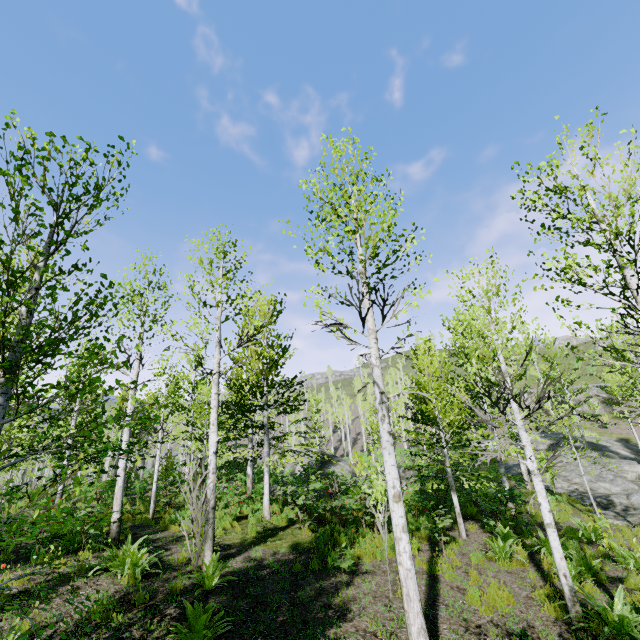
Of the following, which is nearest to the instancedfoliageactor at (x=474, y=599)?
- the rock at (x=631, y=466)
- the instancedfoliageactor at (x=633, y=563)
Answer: the rock at (x=631, y=466)

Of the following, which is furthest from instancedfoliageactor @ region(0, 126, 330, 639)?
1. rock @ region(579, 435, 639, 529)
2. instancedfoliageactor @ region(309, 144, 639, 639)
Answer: instancedfoliageactor @ region(309, 144, 639, 639)

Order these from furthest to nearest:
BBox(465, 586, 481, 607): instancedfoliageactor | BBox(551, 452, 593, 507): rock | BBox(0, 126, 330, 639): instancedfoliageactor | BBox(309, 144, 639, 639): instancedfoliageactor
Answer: BBox(551, 452, 593, 507): rock, BBox(465, 586, 481, 607): instancedfoliageactor, BBox(309, 144, 639, 639): instancedfoliageactor, BBox(0, 126, 330, 639): instancedfoliageactor

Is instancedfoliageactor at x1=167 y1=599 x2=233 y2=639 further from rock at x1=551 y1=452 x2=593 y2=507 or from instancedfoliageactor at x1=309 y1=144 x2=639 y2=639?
instancedfoliageactor at x1=309 y1=144 x2=639 y2=639

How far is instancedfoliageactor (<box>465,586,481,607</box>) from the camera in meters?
6.5 m

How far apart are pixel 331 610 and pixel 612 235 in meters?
7.9 m

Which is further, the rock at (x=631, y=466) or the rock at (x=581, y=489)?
the rock at (x=581, y=489)
